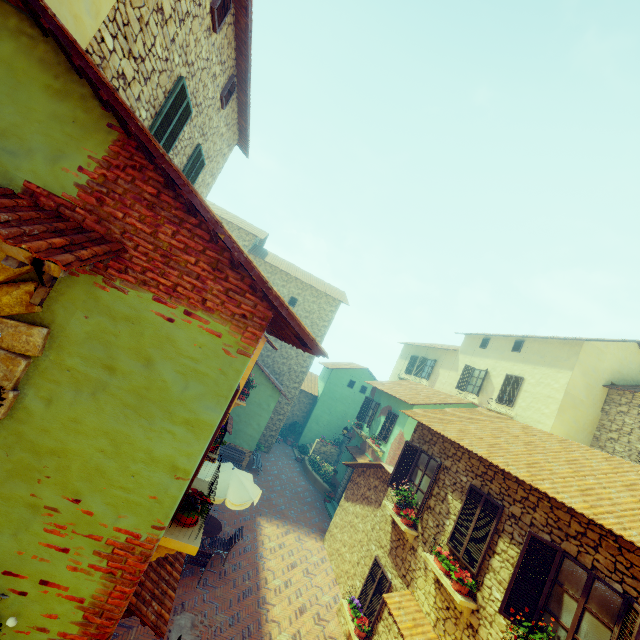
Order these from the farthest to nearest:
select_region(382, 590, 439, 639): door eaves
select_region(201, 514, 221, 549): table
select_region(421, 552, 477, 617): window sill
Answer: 1. select_region(201, 514, 221, 549): table
2. select_region(382, 590, 439, 639): door eaves
3. select_region(421, 552, 477, 617): window sill

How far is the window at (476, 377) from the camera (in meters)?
18.69

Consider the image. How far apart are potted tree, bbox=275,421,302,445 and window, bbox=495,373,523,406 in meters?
15.6 m

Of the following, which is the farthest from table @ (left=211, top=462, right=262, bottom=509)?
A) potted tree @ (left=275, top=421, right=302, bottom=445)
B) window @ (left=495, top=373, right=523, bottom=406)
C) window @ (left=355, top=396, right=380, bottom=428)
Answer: potted tree @ (left=275, top=421, right=302, bottom=445)

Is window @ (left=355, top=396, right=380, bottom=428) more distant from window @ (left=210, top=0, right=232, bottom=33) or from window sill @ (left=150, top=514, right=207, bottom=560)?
window @ (left=210, top=0, right=232, bottom=33)

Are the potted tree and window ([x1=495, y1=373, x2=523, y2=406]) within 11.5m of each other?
no

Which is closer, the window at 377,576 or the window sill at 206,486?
the window sill at 206,486

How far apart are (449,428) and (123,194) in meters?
10.6
